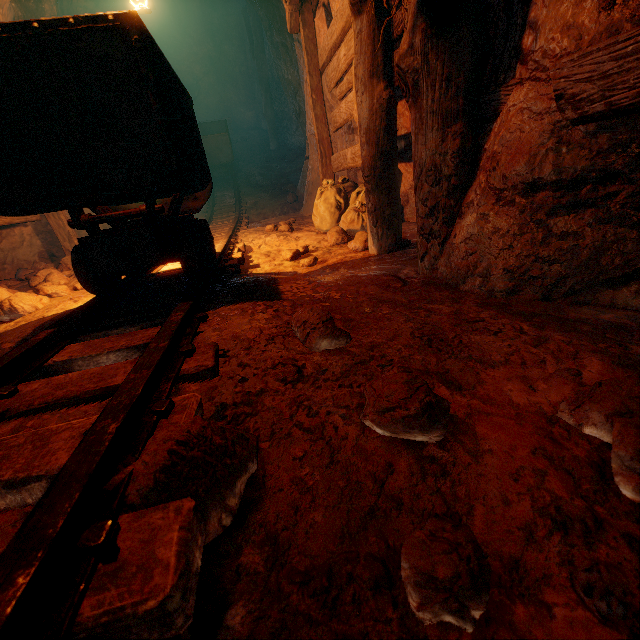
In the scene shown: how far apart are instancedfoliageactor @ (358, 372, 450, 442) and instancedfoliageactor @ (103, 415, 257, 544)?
0.4 meters

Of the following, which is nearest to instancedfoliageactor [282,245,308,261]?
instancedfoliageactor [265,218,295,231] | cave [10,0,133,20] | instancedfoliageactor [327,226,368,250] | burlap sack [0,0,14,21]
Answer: burlap sack [0,0,14,21]

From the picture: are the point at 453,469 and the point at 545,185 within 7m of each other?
yes

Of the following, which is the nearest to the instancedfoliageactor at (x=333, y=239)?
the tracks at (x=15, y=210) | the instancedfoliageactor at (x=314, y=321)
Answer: the tracks at (x=15, y=210)

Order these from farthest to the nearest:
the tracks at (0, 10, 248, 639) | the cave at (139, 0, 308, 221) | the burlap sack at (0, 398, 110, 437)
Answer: the cave at (139, 0, 308, 221)
the burlap sack at (0, 398, 110, 437)
the tracks at (0, 10, 248, 639)

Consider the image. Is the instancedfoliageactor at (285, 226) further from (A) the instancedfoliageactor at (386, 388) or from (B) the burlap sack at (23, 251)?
(A) the instancedfoliageactor at (386, 388)

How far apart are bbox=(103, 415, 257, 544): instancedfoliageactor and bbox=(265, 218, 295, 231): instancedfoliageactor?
4.3 meters

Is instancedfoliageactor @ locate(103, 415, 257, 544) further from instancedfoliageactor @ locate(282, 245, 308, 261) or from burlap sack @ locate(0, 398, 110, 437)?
instancedfoliageactor @ locate(282, 245, 308, 261)
